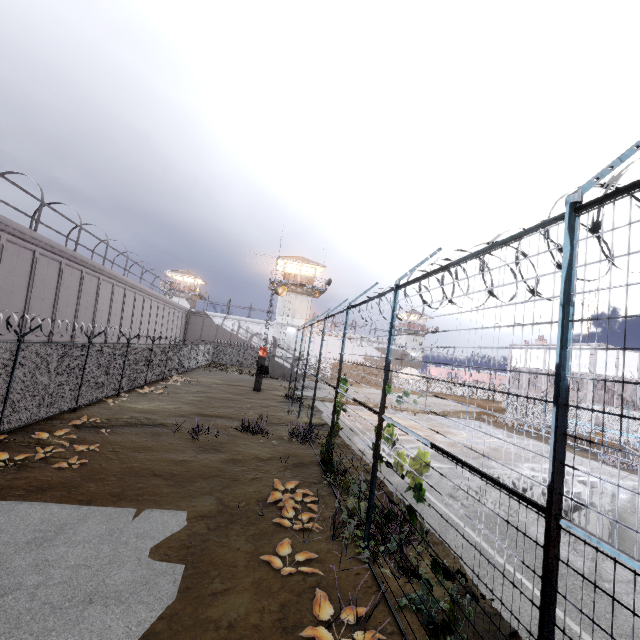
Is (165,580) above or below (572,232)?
below

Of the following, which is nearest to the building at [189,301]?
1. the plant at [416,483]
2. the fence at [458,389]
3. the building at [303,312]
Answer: the fence at [458,389]

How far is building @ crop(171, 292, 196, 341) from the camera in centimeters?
5547cm

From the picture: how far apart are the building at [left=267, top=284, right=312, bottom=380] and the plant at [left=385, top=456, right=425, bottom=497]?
34.2 meters

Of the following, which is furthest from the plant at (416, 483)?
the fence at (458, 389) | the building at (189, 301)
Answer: the building at (189, 301)

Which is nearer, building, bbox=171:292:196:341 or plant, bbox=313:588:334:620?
plant, bbox=313:588:334:620

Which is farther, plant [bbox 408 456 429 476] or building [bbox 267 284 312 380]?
building [bbox 267 284 312 380]

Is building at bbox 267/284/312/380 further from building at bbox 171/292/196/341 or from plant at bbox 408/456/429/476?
plant at bbox 408/456/429/476
